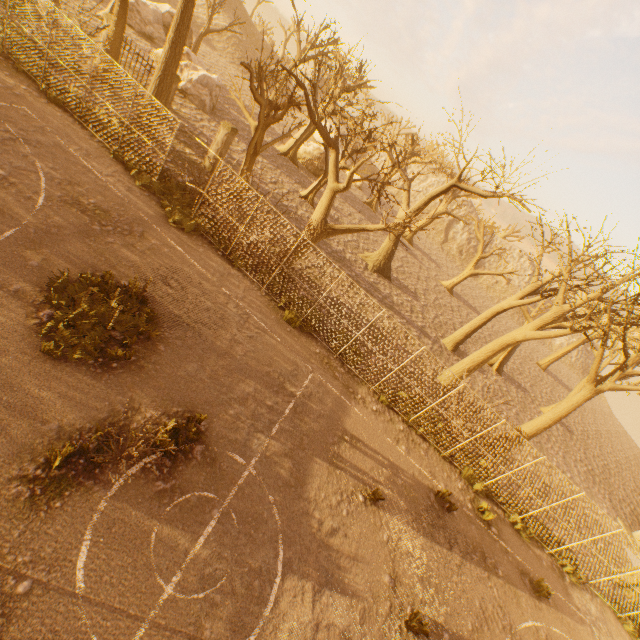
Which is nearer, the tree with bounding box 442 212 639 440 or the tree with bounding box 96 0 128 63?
the tree with bounding box 442 212 639 440

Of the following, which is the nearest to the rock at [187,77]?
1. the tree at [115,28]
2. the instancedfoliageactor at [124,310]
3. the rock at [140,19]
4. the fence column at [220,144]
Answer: the tree at [115,28]

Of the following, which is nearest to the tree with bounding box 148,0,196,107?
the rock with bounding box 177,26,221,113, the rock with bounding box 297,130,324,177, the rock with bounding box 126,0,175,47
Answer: the rock with bounding box 126,0,175,47

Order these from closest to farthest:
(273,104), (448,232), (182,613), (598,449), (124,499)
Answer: (182,613) < (124,499) < (273,104) < (598,449) < (448,232)

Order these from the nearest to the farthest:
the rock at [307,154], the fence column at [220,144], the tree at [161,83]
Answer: the tree at [161,83] → the fence column at [220,144] → the rock at [307,154]

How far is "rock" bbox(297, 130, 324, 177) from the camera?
32.16m

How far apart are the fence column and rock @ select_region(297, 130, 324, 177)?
16.98m

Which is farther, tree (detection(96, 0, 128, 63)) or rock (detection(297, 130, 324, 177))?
rock (detection(297, 130, 324, 177))
